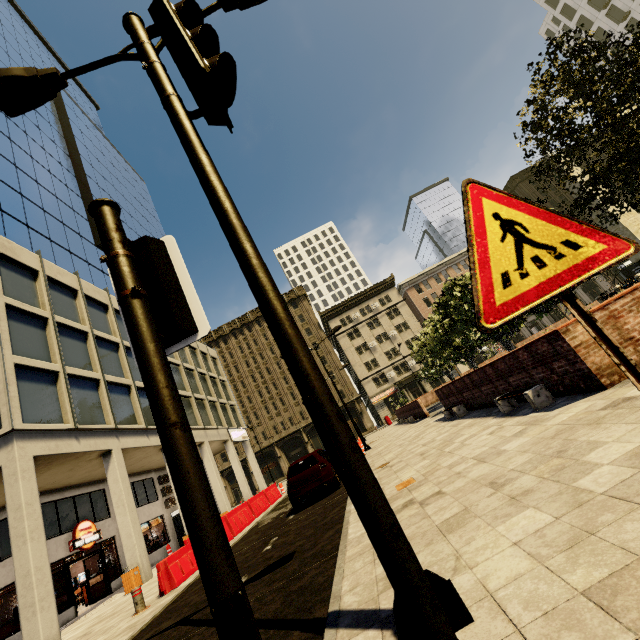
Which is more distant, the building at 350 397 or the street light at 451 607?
the building at 350 397

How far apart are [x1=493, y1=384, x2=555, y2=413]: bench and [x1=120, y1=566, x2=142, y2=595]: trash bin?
16.00m

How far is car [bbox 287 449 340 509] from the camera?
10.7 meters

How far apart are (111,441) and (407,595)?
19.29m

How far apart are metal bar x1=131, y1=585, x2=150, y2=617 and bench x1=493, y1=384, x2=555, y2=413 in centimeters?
1030cm

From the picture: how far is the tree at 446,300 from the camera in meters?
16.1 m

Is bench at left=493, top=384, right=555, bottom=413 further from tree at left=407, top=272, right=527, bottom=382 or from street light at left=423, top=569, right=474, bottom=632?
street light at left=423, top=569, right=474, bottom=632

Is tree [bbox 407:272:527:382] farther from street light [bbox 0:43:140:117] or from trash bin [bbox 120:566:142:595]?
trash bin [bbox 120:566:142:595]
